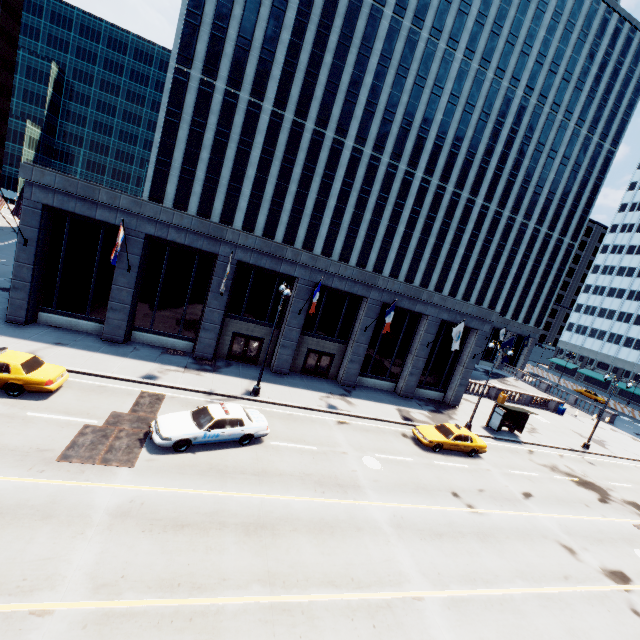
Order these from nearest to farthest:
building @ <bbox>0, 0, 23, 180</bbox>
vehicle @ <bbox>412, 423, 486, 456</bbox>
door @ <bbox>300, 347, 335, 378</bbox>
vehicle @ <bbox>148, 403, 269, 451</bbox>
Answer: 1. vehicle @ <bbox>148, 403, 269, 451</bbox>
2. vehicle @ <bbox>412, 423, 486, 456</bbox>
3. door @ <bbox>300, 347, 335, 378</bbox>
4. building @ <bbox>0, 0, 23, 180</bbox>

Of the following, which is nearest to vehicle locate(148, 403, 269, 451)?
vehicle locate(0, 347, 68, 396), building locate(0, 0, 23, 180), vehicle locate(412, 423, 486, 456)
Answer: vehicle locate(0, 347, 68, 396)

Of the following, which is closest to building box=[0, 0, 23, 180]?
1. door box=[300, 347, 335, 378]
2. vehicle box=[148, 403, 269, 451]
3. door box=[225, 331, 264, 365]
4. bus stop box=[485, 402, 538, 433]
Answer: vehicle box=[148, 403, 269, 451]

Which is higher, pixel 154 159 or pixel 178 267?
pixel 154 159

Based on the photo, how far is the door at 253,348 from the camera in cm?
2502

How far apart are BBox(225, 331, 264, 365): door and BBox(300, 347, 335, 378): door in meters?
3.5 m

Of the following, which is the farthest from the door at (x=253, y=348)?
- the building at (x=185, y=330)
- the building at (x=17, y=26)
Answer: the building at (x=17, y=26)

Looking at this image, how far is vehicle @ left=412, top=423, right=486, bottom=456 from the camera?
20.8 meters
